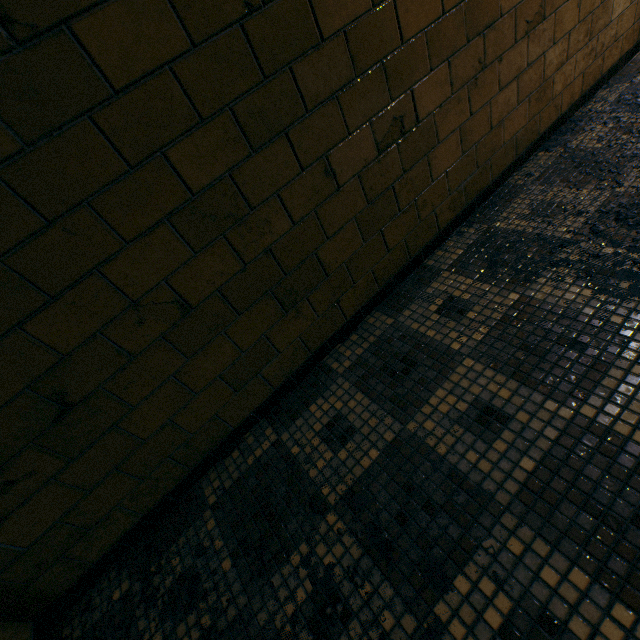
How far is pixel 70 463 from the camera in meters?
1.1
